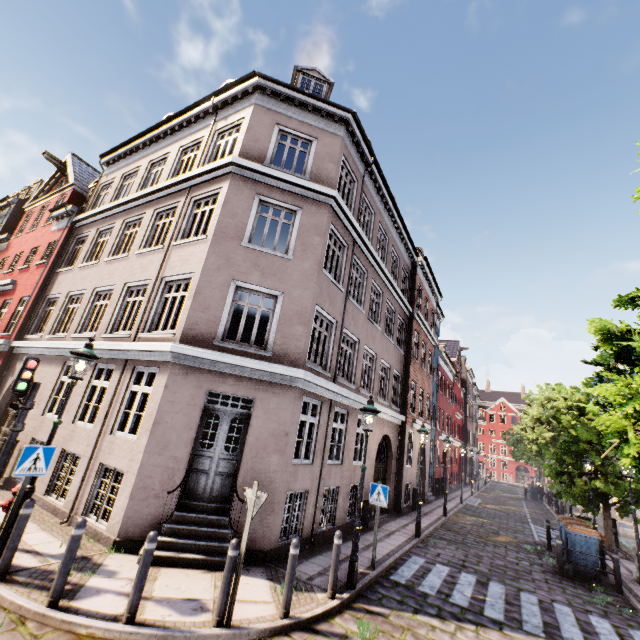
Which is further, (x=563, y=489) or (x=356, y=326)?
(x=563, y=489)

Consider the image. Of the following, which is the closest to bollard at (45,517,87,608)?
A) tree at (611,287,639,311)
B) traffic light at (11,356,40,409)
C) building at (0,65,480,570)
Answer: building at (0,65,480,570)

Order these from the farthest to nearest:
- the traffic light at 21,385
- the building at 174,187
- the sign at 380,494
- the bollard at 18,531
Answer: the sign at 380,494 < the building at 174,187 < the traffic light at 21,385 < the bollard at 18,531

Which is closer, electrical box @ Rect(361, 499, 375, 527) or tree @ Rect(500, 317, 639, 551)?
tree @ Rect(500, 317, 639, 551)

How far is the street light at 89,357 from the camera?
6.0 meters

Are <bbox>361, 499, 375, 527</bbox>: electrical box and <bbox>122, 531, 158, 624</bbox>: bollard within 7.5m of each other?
no

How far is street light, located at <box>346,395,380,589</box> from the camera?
6.7m

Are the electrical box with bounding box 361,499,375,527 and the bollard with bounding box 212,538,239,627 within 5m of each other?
no
